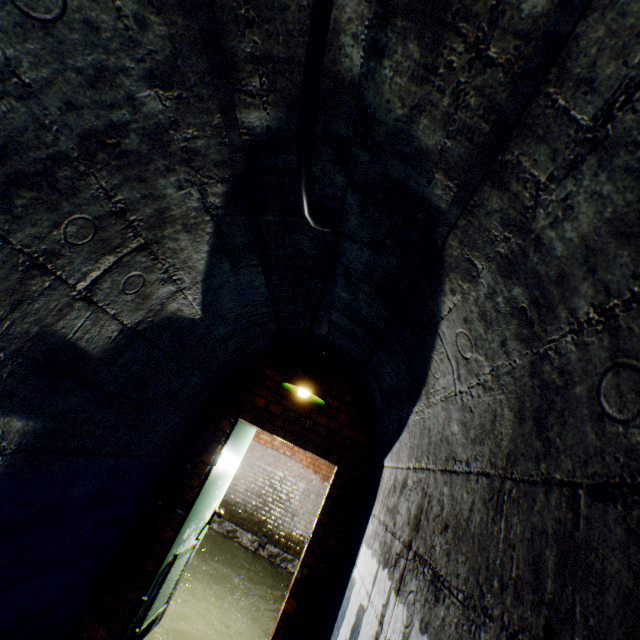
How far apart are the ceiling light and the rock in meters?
4.5

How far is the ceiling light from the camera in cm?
273

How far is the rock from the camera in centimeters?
514cm

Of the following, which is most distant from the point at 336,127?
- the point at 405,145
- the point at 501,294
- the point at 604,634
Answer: the point at 604,634

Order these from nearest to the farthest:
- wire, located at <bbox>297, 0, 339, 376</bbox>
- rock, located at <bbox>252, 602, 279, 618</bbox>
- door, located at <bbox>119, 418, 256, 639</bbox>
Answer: wire, located at <bbox>297, 0, 339, 376</bbox>
door, located at <bbox>119, 418, 256, 639</bbox>
rock, located at <bbox>252, 602, 279, 618</bbox>

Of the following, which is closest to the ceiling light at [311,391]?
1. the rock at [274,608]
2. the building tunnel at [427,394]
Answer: the building tunnel at [427,394]

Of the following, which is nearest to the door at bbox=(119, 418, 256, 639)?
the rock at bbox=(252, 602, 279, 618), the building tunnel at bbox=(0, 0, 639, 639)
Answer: the building tunnel at bbox=(0, 0, 639, 639)

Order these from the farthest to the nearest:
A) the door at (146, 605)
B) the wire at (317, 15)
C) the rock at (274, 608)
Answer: the rock at (274, 608) → the door at (146, 605) → the wire at (317, 15)
